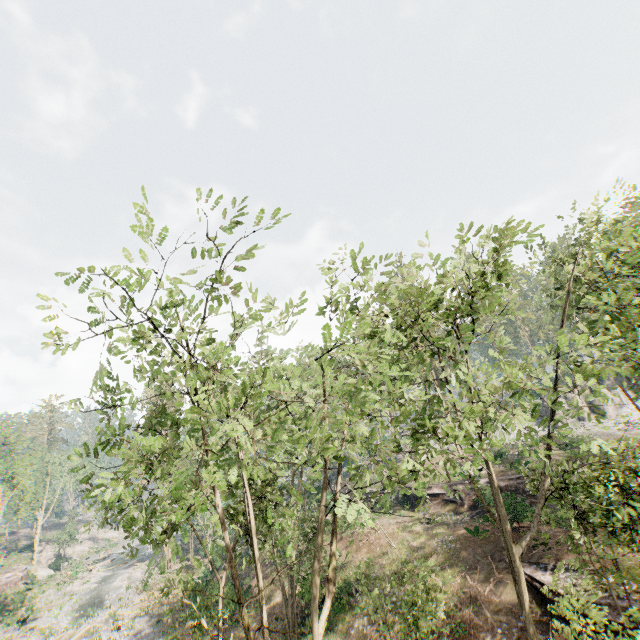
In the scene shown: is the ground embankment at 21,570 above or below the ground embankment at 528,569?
below

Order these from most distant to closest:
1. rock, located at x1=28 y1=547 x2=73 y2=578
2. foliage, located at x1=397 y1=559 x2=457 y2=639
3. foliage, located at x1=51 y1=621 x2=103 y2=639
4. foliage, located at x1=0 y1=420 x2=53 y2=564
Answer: rock, located at x1=28 y1=547 x2=73 y2=578 → foliage, located at x1=0 y1=420 x2=53 y2=564 → foliage, located at x1=51 y1=621 x2=103 y2=639 → foliage, located at x1=397 y1=559 x2=457 y2=639

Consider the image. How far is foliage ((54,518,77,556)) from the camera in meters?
54.6 m

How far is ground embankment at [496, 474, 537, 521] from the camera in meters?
21.7 m

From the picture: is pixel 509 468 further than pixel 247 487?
Yes

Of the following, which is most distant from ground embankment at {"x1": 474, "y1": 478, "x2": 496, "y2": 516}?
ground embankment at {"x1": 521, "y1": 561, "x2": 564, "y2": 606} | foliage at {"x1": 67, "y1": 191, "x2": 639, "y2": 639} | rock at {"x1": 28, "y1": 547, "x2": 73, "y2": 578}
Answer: rock at {"x1": 28, "y1": 547, "x2": 73, "y2": 578}

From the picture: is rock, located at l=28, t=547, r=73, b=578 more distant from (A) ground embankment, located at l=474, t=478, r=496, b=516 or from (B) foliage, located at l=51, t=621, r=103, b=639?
(A) ground embankment, located at l=474, t=478, r=496, b=516

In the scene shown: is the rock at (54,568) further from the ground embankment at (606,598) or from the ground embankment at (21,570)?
the ground embankment at (606,598)
